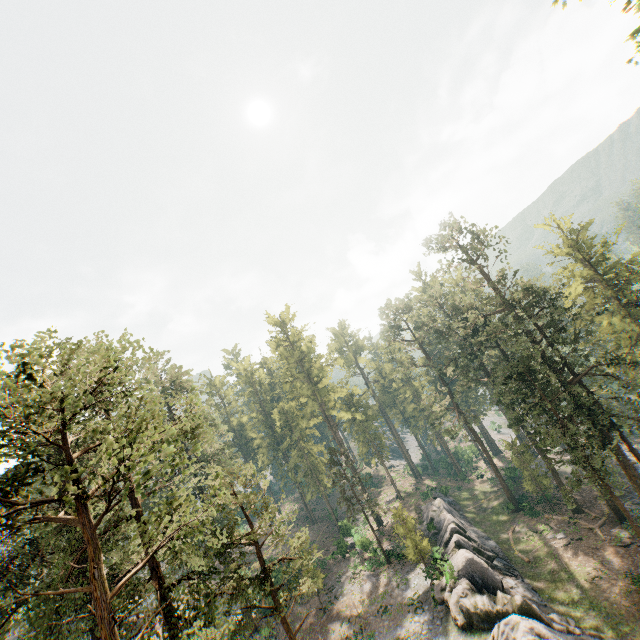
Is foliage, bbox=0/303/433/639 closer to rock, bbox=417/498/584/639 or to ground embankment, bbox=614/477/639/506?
ground embankment, bbox=614/477/639/506

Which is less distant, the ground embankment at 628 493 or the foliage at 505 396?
the foliage at 505 396

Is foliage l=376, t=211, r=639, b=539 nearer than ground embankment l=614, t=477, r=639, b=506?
Yes

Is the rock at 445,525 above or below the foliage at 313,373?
below

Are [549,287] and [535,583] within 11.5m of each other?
no

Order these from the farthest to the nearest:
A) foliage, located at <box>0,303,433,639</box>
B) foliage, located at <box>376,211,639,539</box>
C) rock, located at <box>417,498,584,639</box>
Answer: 1. foliage, located at <box>376,211,639,539</box>
2. rock, located at <box>417,498,584,639</box>
3. foliage, located at <box>0,303,433,639</box>

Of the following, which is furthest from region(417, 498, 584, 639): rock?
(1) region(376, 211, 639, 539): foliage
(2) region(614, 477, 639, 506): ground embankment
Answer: (2) region(614, 477, 639, 506): ground embankment
